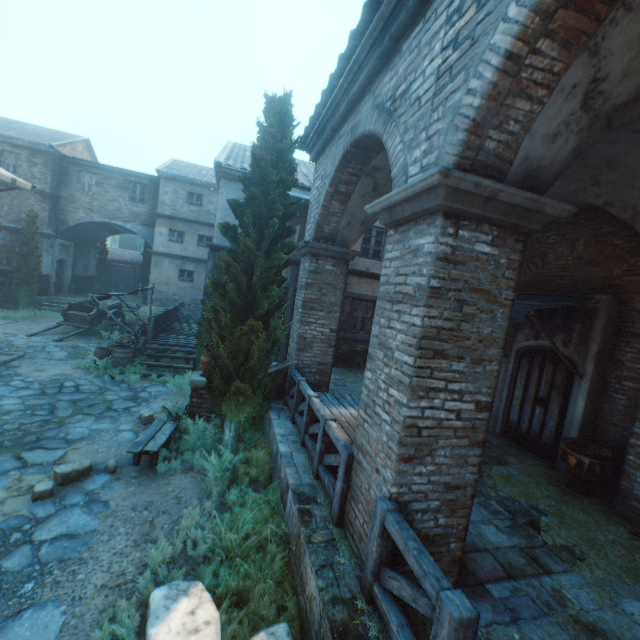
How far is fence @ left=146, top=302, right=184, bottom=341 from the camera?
12.5m

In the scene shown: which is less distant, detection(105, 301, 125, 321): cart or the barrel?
the barrel

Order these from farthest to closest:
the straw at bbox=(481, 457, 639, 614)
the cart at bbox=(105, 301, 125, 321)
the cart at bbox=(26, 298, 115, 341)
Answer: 1. the cart at bbox=(105, 301, 125, 321)
2. the cart at bbox=(26, 298, 115, 341)
3. the straw at bbox=(481, 457, 639, 614)

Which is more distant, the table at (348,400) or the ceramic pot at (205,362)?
the ceramic pot at (205,362)

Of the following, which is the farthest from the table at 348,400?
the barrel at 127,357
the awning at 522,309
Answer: the barrel at 127,357

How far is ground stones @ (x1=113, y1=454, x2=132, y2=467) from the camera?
6.1 meters

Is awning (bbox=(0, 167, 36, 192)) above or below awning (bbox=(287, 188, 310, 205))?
below

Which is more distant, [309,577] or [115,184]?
[115,184]
